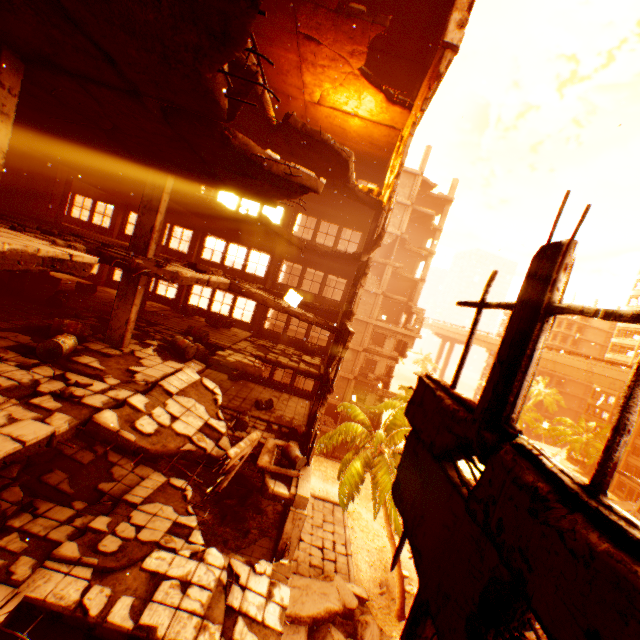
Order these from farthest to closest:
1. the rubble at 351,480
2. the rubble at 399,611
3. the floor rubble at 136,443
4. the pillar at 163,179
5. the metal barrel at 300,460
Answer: the rubble at 399,611
the rubble at 351,480
the metal barrel at 300,460
the pillar at 163,179
the floor rubble at 136,443

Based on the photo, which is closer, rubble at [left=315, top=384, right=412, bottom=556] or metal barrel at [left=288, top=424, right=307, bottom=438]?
metal barrel at [left=288, top=424, right=307, bottom=438]

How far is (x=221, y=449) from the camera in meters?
7.8

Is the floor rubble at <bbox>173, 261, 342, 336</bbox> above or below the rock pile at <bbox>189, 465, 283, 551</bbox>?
above

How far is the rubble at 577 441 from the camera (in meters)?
42.28

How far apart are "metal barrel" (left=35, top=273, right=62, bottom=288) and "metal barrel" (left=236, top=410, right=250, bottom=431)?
10.7 meters

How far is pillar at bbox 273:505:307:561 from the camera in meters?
10.5 m

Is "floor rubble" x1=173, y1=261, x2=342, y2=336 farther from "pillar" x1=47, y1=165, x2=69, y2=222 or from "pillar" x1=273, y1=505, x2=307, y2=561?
"pillar" x1=47, y1=165, x2=69, y2=222
